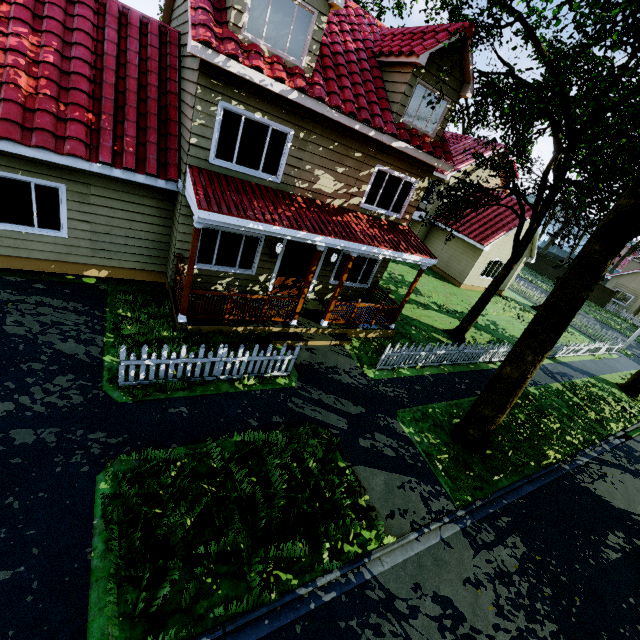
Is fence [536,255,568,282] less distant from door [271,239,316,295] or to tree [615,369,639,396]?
tree [615,369,639,396]

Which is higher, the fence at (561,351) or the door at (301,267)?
the door at (301,267)

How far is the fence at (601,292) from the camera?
38.97m

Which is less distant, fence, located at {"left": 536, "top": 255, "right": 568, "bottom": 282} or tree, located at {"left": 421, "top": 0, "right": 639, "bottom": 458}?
tree, located at {"left": 421, "top": 0, "right": 639, "bottom": 458}

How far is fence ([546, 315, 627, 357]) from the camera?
17.8 meters

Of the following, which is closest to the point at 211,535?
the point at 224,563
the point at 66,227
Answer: the point at 224,563

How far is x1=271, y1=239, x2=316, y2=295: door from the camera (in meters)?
10.84
